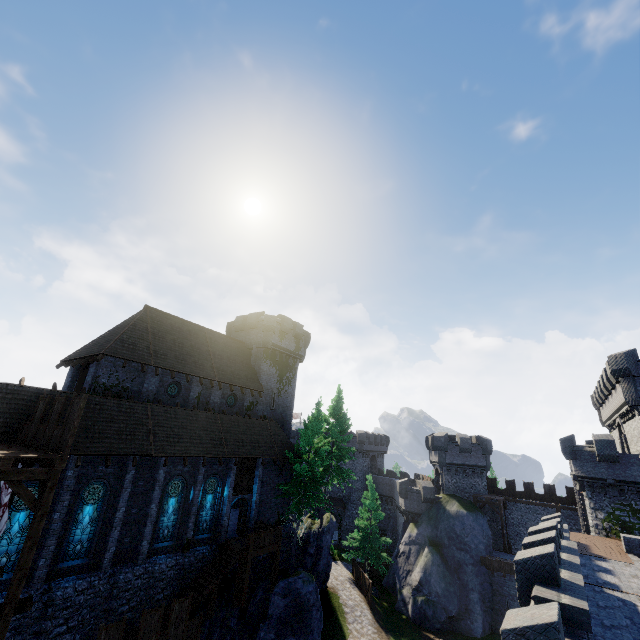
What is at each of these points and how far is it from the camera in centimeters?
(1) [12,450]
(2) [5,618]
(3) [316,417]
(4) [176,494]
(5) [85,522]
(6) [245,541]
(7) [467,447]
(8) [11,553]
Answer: (1) walkway, 1202cm
(2) wooden post, 974cm
(3) tree, 3011cm
(4) window glass, 2167cm
(5) window glass, 1741cm
(6) walkway, 2438cm
(7) building tower, 3947cm
(8) window glass, 1496cm

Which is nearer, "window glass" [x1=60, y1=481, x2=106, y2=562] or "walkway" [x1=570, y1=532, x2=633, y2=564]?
"window glass" [x1=60, y1=481, x2=106, y2=562]

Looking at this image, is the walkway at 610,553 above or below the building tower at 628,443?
below

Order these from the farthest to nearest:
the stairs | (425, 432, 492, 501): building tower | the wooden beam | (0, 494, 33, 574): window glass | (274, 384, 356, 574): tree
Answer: (425, 432, 492, 501): building tower
(274, 384, 356, 574): tree
the stairs
(0, 494, 33, 574): window glass
the wooden beam

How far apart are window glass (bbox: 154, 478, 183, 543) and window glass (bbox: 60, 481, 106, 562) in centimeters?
351cm

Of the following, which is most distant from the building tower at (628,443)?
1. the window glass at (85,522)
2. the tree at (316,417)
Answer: the window glass at (85,522)

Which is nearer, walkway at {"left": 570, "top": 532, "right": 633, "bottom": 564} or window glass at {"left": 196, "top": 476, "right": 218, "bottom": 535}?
walkway at {"left": 570, "top": 532, "right": 633, "bottom": 564}

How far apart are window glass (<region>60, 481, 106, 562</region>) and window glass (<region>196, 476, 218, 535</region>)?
6.50m
